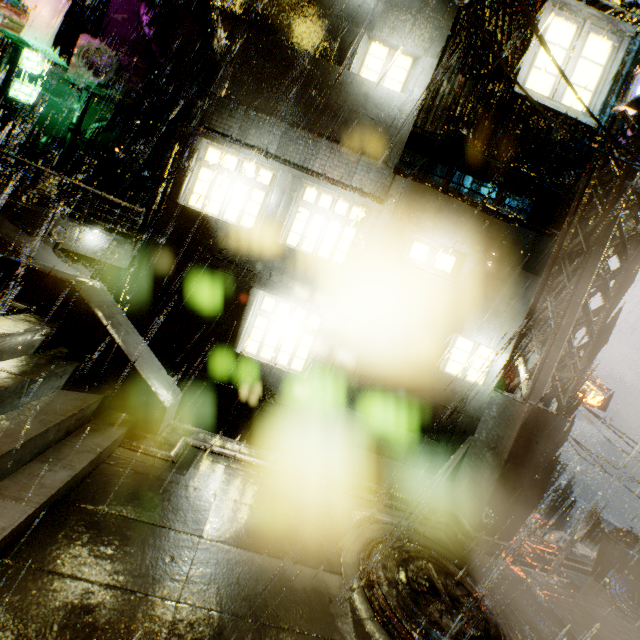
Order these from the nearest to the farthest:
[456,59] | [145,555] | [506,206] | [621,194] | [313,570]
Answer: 1. [145,555]
2. [313,570]
3. [621,194]
4. [456,59]
5. [506,206]

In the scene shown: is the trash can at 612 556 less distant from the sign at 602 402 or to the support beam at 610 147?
the support beam at 610 147

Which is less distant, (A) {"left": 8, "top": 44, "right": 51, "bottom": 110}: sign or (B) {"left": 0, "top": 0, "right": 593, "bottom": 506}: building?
(B) {"left": 0, "top": 0, "right": 593, "bottom": 506}: building

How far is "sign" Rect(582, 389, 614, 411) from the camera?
22.7m

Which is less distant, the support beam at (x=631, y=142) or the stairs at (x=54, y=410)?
the stairs at (x=54, y=410)

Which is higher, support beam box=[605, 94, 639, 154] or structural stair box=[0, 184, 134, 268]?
support beam box=[605, 94, 639, 154]

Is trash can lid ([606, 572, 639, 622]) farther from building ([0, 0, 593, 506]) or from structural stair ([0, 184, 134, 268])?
structural stair ([0, 184, 134, 268])

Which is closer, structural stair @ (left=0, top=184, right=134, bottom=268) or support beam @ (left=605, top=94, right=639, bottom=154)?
support beam @ (left=605, top=94, right=639, bottom=154)
